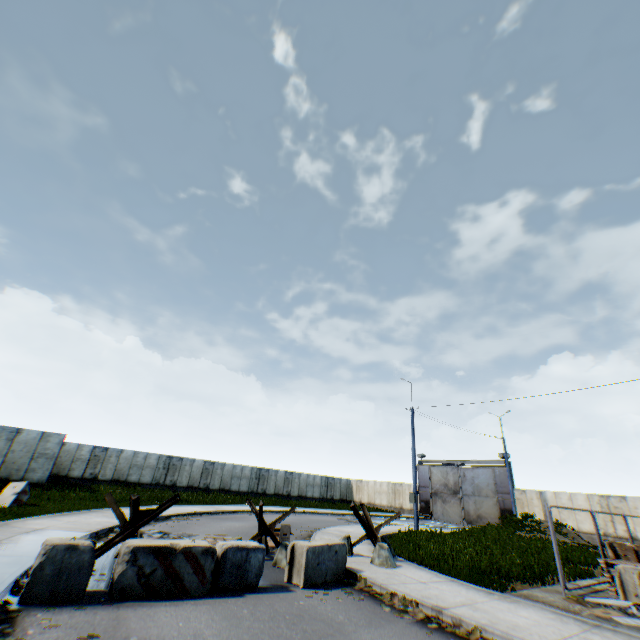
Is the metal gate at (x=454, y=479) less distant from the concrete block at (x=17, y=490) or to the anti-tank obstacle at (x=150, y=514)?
the anti-tank obstacle at (x=150, y=514)

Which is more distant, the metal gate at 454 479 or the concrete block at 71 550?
the metal gate at 454 479

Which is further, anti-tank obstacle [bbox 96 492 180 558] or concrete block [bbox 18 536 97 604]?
anti-tank obstacle [bbox 96 492 180 558]

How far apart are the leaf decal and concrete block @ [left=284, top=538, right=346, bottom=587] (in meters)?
1.33

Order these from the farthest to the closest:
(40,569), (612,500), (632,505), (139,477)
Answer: (139,477) → (612,500) → (632,505) → (40,569)

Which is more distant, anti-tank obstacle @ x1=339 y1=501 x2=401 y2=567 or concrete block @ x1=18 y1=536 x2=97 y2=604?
anti-tank obstacle @ x1=339 y1=501 x2=401 y2=567

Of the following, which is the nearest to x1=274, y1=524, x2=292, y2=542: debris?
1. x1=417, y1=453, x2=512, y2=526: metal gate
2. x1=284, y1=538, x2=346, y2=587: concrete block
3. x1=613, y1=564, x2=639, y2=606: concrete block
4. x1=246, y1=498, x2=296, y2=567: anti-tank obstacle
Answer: x1=246, y1=498, x2=296, y2=567: anti-tank obstacle

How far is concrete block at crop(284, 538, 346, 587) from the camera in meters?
8.0 m
